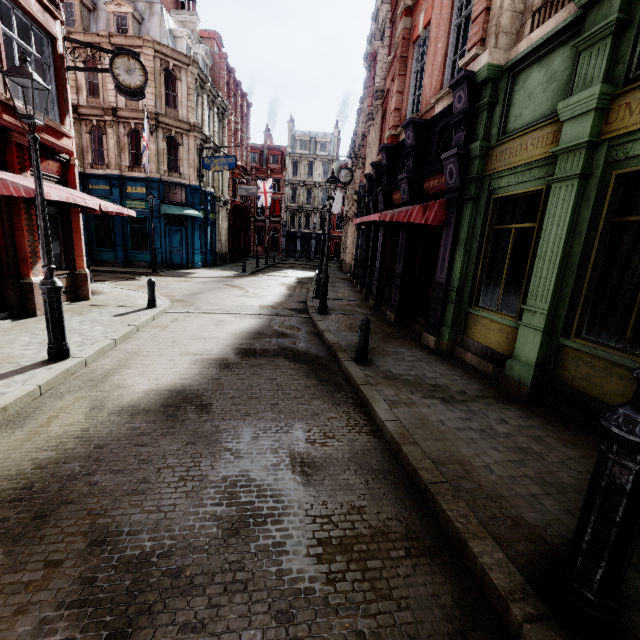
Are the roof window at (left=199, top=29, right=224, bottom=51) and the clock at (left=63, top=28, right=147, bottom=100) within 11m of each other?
no

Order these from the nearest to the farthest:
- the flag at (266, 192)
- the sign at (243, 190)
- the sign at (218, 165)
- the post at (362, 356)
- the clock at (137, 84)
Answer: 1. the post at (362, 356)
2. the clock at (137, 84)
3. the sign at (218, 165)
4. the sign at (243, 190)
5. the flag at (266, 192)

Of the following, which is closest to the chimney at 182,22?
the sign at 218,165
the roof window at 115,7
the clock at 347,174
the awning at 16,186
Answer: the roof window at 115,7

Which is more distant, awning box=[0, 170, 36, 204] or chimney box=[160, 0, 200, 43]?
chimney box=[160, 0, 200, 43]

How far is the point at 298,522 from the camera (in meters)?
2.83

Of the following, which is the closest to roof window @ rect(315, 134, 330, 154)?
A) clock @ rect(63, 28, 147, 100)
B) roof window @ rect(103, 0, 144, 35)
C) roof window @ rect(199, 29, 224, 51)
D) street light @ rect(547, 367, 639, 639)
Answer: roof window @ rect(199, 29, 224, 51)

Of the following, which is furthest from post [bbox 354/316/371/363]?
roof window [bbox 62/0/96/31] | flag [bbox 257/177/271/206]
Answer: flag [bbox 257/177/271/206]

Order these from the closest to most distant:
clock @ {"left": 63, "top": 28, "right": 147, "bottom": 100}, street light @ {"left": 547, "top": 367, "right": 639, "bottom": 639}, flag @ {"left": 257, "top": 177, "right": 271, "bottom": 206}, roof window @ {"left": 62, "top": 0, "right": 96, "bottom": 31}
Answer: street light @ {"left": 547, "top": 367, "right": 639, "bottom": 639}
clock @ {"left": 63, "top": 28, "right": 147, "bottom": 100}
roof window @ {"left": 62, "top": 0, "right": 96, "bottom": 31}
flag @ {"left": 257, "top": 177, "right": 271, "bottom": 206}
